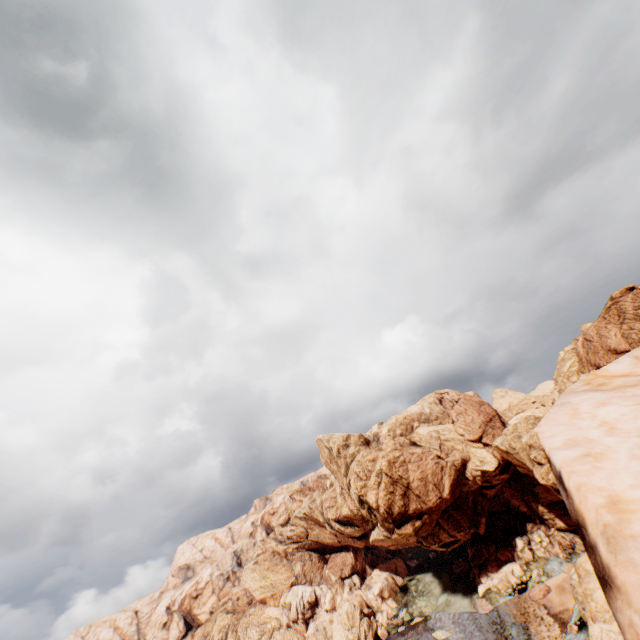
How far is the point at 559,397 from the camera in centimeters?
690cm
